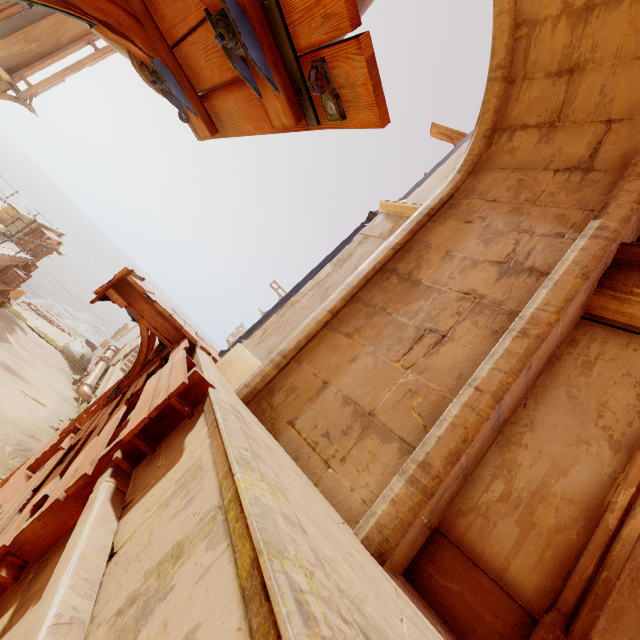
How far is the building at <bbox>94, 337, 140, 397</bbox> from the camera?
16.6 meters

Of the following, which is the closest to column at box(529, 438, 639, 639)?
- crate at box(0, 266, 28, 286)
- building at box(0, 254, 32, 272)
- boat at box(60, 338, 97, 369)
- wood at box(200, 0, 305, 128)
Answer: building at box(0, 254, 32, 272)

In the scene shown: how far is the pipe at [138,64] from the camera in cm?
225

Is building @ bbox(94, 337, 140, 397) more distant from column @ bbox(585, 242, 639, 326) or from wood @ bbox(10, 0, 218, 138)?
wood @ bbox(10, 0, 218, 138)

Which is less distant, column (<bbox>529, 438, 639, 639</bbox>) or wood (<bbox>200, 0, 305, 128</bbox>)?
wood (<bbox>200, 0, 305, 128</bbox>)

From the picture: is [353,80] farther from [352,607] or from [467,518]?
[467,518]

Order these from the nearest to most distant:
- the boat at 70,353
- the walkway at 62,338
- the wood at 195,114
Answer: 1. the wood at 195,114
2. the boat at 70,353
3. the walkway at 62,338

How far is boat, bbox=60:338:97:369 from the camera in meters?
19.5 m
